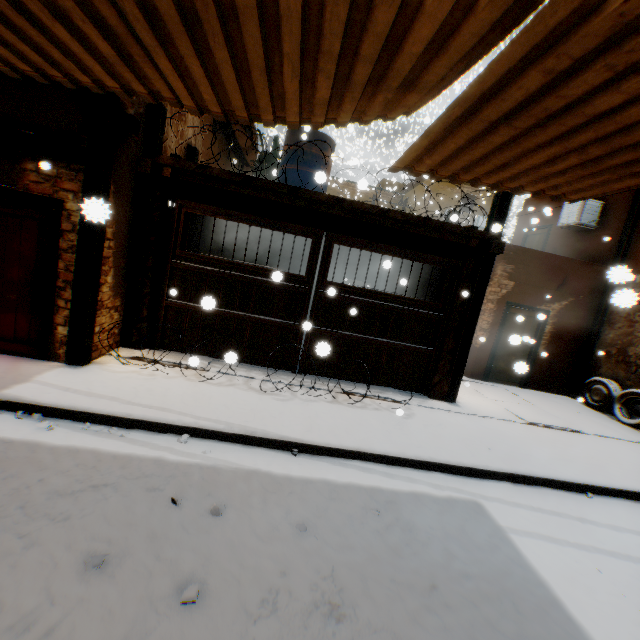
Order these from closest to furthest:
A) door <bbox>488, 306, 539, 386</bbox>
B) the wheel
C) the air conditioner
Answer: door <bbox>488, 306, 539, 386</bbox>
the wheel
the air conditioner

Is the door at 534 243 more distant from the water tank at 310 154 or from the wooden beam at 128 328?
the water tank at 310 154

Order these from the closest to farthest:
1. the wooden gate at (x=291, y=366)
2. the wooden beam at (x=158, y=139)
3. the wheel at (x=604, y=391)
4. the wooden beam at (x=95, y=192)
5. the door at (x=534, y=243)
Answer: the wooden beam at (x=95, y=192), the wooden beam at (x=158, y=139), the wooden gate at (x=291, y=366), the wheel at (x=604, y=391), the door at (x=534, y=243)

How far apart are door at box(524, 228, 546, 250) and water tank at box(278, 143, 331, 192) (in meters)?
8.84

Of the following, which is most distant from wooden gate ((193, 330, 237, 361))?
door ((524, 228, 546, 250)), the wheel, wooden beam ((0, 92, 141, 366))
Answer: door ((524, 228, 546, 250))

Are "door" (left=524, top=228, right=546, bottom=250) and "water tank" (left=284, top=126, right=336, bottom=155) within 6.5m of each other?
no

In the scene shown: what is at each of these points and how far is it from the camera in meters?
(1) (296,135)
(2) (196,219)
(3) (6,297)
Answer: (1) water tank, 9.6 m
(2) building, 8.2 m
(3) door, 5.0 m

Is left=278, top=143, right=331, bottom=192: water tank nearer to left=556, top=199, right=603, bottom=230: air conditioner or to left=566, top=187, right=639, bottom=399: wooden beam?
left=566, top=187, right=639, bottom=399: wooden beam
